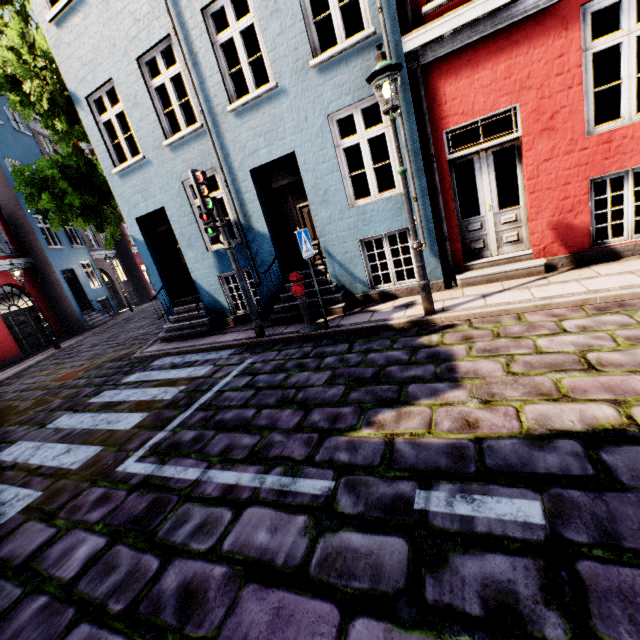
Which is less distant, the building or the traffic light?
the building

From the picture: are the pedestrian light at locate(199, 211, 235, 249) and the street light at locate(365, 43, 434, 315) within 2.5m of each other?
no

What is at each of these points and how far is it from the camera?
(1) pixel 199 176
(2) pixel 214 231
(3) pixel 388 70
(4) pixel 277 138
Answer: (1) traffic light, 5.8 meters
(2) pedestrian light, 6.5 meters
(3) street light, 4.3 meters
(4) building, 6.7 meters

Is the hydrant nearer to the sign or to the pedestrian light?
the sign

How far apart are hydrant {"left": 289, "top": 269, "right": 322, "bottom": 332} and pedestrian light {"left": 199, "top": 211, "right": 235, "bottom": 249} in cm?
133

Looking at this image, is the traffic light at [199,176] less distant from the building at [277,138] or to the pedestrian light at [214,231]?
the pedestrian light at [214,231]

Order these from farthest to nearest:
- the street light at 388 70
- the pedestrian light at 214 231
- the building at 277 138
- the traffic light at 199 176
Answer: the pedestrian light at 214 231
the traffic light at 199 176
the building at 277 138
the street light at 388 70

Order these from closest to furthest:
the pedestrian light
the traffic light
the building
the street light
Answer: the street light, the building, the traffic light, the pedestrian light
